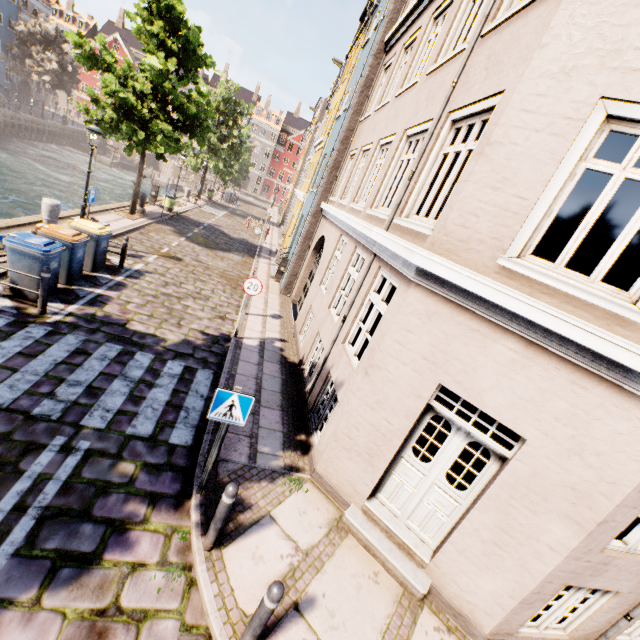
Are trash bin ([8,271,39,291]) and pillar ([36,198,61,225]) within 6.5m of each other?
yes

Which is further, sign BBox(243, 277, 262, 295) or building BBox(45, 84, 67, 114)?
building BBox(45, 84, 67, 114)

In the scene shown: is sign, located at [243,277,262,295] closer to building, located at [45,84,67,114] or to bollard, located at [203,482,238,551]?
bollard, located at [203,482,238,551]

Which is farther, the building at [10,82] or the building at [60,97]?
the building at [60,97]

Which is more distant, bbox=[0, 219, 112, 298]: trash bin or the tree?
the tree

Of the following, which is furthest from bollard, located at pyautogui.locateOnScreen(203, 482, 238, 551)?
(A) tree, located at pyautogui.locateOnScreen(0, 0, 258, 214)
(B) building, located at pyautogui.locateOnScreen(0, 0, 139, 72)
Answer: (B) building, located at pyautogui.locateOnScreen(0, 0, 139, 72)

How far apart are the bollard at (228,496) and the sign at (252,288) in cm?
575

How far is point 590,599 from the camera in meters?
4.6
